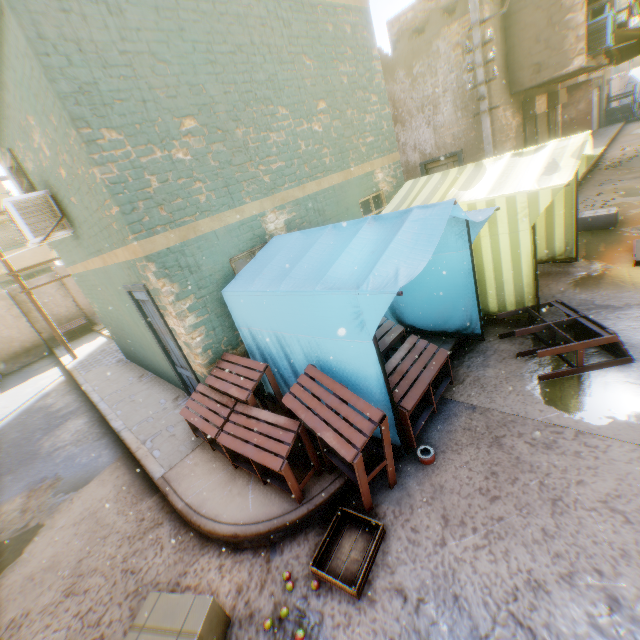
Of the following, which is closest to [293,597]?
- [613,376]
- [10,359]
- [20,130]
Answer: [613,376]

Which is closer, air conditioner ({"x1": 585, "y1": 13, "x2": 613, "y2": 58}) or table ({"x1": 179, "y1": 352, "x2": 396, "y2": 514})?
table ({"x1": 179, "y1": 352, "x2": 396, "y2": 514})

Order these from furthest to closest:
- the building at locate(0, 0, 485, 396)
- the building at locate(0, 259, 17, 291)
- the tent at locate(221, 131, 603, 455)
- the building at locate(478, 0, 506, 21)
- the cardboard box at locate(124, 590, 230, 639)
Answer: the building at locate(0, 259, 17, 291), the building at locate(478, 0, 506, 21), the building at locate(0, 0, 485, 396), the tent at locate(221, 131, 603, 455), the cardboard box at locate(124, 590, 230, 639)

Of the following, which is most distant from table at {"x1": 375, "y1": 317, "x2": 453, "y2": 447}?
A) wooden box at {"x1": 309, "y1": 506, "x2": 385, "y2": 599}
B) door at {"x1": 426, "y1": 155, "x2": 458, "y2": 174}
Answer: door at {"x1": 426, "y1": 155, "x2": 458, "y2": 174}

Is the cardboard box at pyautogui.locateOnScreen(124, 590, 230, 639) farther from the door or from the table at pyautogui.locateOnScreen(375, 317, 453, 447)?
the door

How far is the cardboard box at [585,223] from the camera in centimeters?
809cm

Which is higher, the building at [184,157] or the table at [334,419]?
the building at [184,157]

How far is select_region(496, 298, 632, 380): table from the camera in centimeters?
414cm
